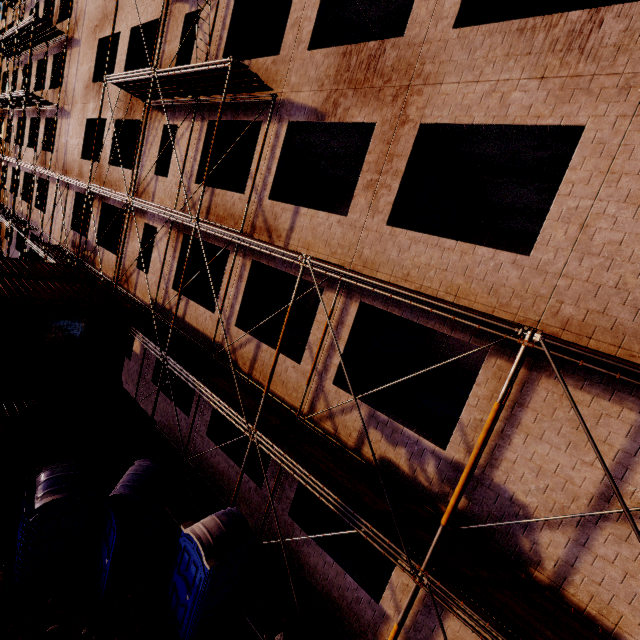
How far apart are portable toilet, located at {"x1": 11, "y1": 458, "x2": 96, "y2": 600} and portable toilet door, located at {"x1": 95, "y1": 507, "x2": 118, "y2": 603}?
0.01m

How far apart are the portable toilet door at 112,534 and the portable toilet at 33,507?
0.0 meters

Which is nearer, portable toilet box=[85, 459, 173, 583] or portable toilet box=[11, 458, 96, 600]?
portable toilet box=[11, 458, 96, 600]

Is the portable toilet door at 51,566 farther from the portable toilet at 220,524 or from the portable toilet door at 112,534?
the portable toilet at 220,524

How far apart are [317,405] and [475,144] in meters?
7.7 m

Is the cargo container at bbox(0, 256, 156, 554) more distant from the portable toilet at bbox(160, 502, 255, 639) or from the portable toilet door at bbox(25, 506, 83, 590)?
the portable toilet at bbox(160, 502, 255, 639)

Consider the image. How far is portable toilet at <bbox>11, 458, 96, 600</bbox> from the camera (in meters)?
→ 6.31

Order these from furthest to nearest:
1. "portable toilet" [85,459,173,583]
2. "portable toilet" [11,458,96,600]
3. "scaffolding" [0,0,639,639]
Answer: "portable toilet" [85,459,173,583]
"portable toilet" [11,458,96,600]
"scaffolding" [0,0,639,639]
